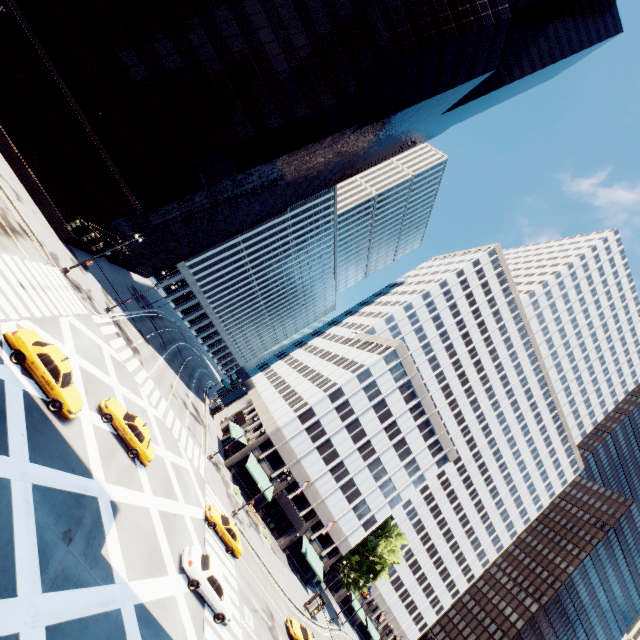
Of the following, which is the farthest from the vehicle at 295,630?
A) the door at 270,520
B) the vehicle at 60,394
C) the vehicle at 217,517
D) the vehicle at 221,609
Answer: the vehicle at 60,394

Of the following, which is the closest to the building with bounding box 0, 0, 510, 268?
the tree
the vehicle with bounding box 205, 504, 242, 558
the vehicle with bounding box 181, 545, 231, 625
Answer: the vehicle with bounding box 205, 504, 242, 558

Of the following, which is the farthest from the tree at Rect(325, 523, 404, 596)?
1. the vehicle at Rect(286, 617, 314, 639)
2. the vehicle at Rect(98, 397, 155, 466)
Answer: the vehicle at Rect(98, 397, 155, 466)

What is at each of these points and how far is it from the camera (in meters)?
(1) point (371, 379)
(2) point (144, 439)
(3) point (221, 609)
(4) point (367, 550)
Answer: (1) building, 51.53
(2) vehicle, 21.77
(3) vehicle, 19.67
(4) tree, 57.75

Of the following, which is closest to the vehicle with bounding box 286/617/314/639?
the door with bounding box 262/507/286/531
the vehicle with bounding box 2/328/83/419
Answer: the door with bounding box 262/507/286/531

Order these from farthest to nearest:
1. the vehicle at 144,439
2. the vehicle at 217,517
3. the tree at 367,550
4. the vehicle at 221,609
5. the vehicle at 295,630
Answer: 1. the tree at 367,550
2. the vehicle at 295,630
3. the vehicle at 217,517
4. the vehicle at 144,439
5. the vehicle at 221,609

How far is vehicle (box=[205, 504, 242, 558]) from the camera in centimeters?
2723cm

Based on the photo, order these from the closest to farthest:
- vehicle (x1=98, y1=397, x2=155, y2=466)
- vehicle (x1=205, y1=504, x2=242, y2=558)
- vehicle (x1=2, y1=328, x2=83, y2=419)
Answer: vehicle (x1=2, y1=328, x2=83, y2=419) → vehicle (x1=98, y1=397, x2=155, y2=466) → vehicle (x1=205, y1=504, x2=242, y2=558)
